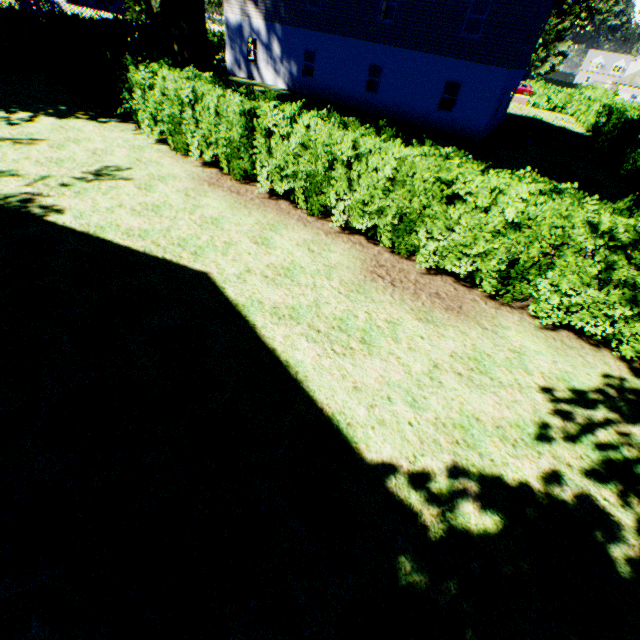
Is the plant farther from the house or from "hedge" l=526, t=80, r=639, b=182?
"hedge" l=526, t=80, r=639, b=182

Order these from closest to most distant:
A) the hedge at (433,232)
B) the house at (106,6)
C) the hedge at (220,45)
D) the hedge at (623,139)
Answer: the hedge at (433,232), the hedge at (623,139), the hedge at (220,45), the house at (106,6)

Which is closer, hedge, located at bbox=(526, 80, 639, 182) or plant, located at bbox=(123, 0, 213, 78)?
plant, located at bbox=(123, 0, 213, 78)

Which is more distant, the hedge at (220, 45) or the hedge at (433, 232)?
the hedge at (220, 45)

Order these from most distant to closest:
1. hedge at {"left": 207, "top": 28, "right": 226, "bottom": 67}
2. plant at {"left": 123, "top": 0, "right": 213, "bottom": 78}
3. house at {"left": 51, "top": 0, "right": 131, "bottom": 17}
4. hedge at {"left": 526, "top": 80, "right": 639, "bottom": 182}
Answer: house at {"left": 51, "top": 0, "right": 131, "bottom": 17} → hedge at {"left": 207, "top": 28, "right": 226, "bottom": 67} → hedge at {"left": 526, "top": 80, "right": 639, "bottom": 182} → plant at {"left": 123, "top": 0, "right": 213, "bottom": 78}

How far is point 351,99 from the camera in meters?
21.9 m
